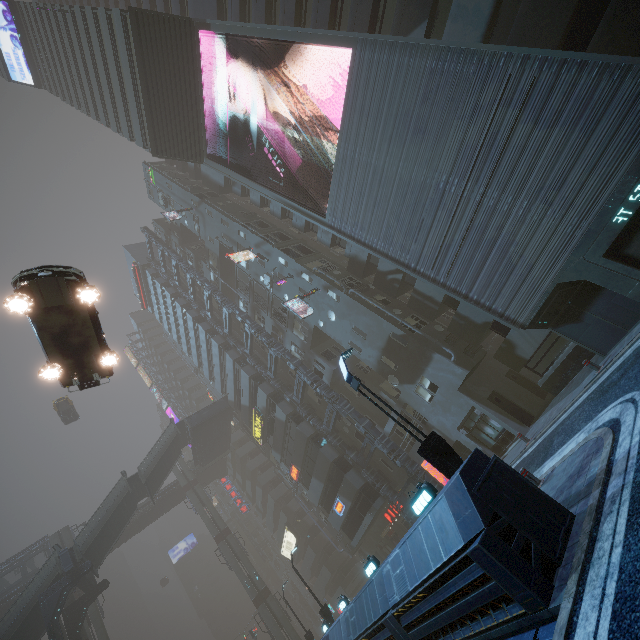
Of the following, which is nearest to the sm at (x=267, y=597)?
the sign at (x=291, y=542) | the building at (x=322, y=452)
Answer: the building at (x=322, y=452)

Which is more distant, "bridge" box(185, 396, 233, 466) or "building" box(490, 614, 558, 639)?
"bridge" box(185, 396, 233, 466)

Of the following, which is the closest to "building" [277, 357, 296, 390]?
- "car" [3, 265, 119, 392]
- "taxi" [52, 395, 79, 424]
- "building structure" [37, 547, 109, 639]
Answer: "car" [3, 265, 119, 392]

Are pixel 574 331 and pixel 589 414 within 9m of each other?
yes

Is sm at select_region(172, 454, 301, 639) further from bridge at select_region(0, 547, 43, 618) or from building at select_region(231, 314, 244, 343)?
building at select_region(231, 314, 244, 343)

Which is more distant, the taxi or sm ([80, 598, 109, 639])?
the taxi

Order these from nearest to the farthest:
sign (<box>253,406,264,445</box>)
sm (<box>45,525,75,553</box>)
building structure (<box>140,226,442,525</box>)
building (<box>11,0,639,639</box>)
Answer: building (<box>11,0,639,639</box>)
building structure (<box>140,226,442,525</box>)
sign (<box>253,406,264,445</box>)
sm (<box>45,525,75,553</box>)

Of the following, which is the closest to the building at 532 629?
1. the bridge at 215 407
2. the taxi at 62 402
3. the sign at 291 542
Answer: the sign at 291 542
